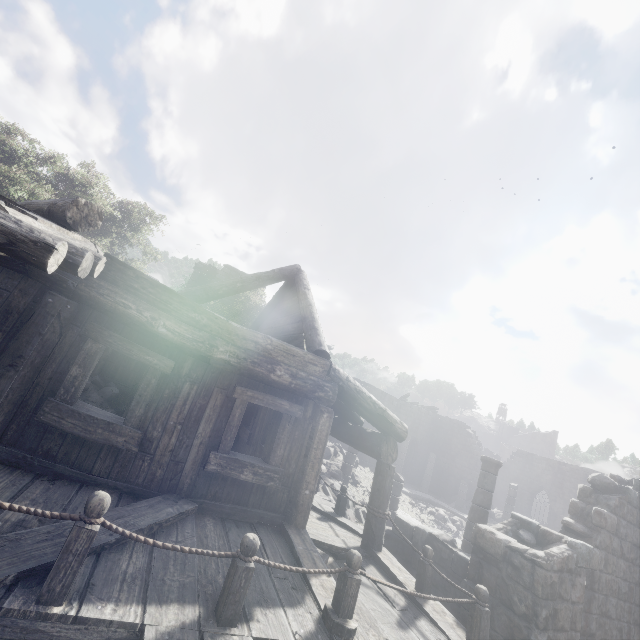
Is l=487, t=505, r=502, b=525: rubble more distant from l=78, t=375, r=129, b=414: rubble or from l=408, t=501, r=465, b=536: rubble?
l=78, t=375, r=129, b=414: rubble

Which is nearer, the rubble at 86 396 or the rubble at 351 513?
the rubble at 86 396

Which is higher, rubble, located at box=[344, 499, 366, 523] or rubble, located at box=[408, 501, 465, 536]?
rubble, located at box=[344, 499, 366, 523]

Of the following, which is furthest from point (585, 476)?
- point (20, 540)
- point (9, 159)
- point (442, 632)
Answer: point (9, 159)

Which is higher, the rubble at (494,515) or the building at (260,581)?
the building at (260,581)

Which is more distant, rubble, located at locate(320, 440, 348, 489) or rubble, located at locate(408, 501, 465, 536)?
rubble, located at locate(408, 501, 465, 536)

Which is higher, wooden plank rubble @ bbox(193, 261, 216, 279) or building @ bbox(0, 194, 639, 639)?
wooden plank rubble @ bbox(193, 261, 216, 279)

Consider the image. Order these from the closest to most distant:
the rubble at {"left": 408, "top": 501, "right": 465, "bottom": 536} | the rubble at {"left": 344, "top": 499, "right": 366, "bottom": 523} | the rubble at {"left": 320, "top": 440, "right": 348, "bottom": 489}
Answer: the rubble at {"left": 344, "top": 499, "right": 366, "bottom": 523}, the rubble at {"left": 320, "top": 440, "right": 348, "bottom": 489}, the rubble at {"left": 408, "top": 501, "right": 465, "bottom": 536}
